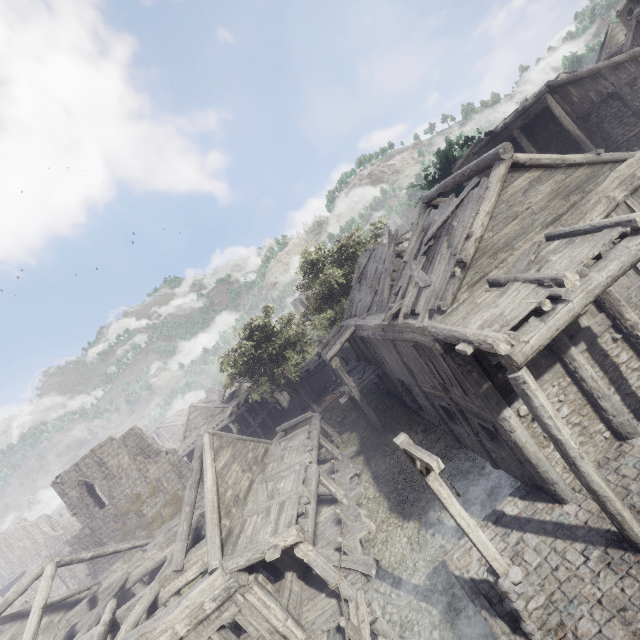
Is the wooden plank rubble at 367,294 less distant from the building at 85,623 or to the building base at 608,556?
the building at 85,623

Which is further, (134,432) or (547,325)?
(134,432)

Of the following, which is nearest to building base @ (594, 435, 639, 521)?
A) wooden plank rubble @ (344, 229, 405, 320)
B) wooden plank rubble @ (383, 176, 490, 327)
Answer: wooden plank rubble @ (383, 176, 490, 327)

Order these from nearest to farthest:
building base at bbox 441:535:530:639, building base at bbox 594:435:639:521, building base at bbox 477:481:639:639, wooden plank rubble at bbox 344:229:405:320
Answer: building base at bbox 477:481:639:639 → building base at bbox 441:535:530:639 → building base at bbox 594:435:639:521 → wooden plank rubble at bbox 344:229:405:320

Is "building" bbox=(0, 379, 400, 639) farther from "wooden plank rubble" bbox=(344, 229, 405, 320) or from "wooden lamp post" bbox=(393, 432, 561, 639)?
"wooden lamp post" bbox=(393, 432, 561, 639)

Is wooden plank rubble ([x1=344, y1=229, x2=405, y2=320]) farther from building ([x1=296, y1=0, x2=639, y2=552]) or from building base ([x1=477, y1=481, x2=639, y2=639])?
building base ([x1=477, y1=481, x2=639, y2=639])

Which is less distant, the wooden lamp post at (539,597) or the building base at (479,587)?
the wooden lamp post at (539,597)
